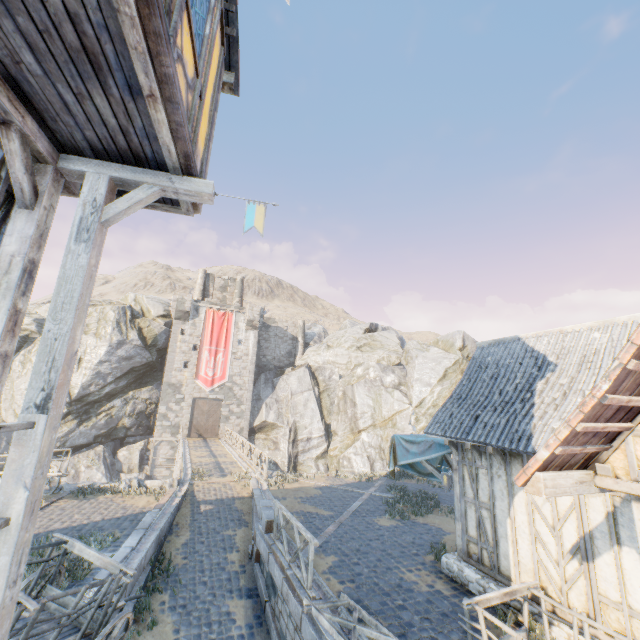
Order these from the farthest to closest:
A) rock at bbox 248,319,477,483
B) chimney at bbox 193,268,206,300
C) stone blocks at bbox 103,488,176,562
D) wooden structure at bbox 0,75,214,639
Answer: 1. chimney at bbox 193,268,206,300
2. rock at bbox 248,319,477,483
3. stone blocks at bbox 103,488,176,562
4. wooden structure at bbox 0,75,214,639

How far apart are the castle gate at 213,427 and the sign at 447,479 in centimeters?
2825cm

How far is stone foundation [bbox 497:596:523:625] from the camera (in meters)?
6.51

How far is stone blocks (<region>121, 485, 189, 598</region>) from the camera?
7.6 meters

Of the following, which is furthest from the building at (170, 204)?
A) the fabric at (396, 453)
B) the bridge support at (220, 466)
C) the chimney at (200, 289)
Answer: the chimney at (200, 289)

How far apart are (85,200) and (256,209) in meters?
2.0

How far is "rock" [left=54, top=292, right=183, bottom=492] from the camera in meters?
27.6

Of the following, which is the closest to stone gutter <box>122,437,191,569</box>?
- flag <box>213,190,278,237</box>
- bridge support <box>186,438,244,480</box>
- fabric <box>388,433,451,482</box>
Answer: bridge support <box>186,438,244,480</box>
